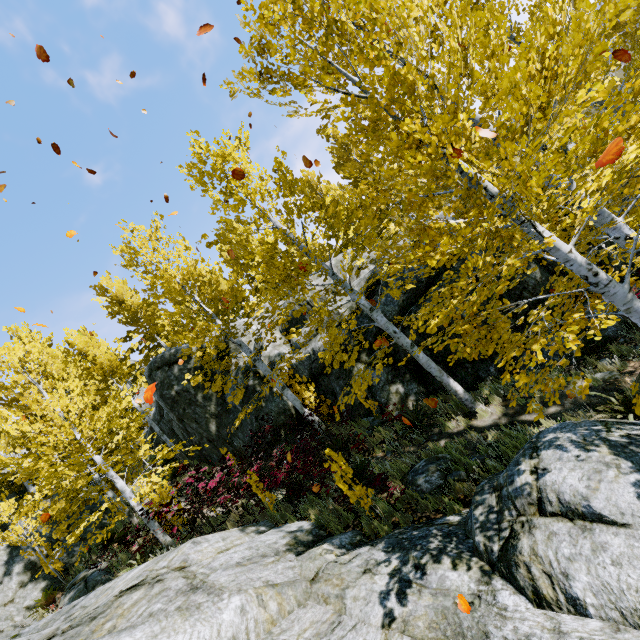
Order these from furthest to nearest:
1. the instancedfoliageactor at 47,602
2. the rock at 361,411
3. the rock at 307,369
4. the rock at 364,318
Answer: the rock at 364,318, the rock at 307,369, the rock at 361,411, the instancedfoliageactor at 47,602

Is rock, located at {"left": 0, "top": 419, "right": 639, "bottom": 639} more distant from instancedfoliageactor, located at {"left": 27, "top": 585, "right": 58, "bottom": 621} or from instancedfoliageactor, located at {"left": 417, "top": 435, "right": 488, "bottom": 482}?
instancedfoliageactor, located at {"left": 417, "top": 435, "right": 488, "bottom": 482}

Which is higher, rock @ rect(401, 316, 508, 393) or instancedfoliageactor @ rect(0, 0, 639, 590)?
instancedfoliageactor @ rect(0, 0, 639, 590)

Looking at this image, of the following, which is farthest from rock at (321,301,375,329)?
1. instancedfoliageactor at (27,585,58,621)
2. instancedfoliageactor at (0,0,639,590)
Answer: instancedfoliageactor at (0,0,639,590)

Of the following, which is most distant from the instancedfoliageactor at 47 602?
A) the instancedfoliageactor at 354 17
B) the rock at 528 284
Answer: the instancedfoliageactor at 354 17

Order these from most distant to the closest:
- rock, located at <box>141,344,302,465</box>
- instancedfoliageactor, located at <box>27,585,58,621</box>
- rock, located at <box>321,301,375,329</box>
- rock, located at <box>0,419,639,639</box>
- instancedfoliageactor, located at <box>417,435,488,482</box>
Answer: rock, located at <box>141,344,302,465</box>, rock, located at <box>321,301,375,329</box>, instancedfoliageactor, located at <box>27,585,58,621</box>, instancedfoliageactor, located at <box>417,435,488,482</box>, rock, located at <box>0,419,639,639</box>

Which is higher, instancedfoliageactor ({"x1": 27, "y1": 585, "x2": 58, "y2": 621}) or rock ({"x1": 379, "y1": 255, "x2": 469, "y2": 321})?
instancedfoliageactor ({"x1": 27, "y1": 585, "x2": 58, "y2": 621})

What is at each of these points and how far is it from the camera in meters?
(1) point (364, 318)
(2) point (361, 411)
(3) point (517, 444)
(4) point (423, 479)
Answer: (1) rock, 11.6
(2) rock, 11.1
(3) instancedfoliageactor, 6.4
(4) rock, 6.6
